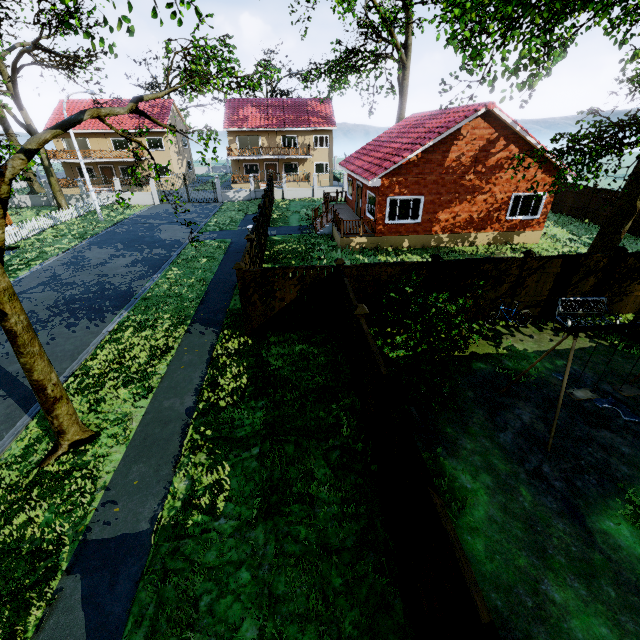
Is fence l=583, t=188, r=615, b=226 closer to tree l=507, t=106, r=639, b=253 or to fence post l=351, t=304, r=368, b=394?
fence post l=351, t=304, r=368, b=394

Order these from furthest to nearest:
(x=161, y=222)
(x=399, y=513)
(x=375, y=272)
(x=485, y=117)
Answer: (x=161, y=222) < (x=485, y=117) < (x=375, y=272) < (x=399, y=513)

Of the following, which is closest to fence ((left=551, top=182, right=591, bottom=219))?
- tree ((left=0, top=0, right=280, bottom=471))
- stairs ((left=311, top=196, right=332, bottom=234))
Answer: tree ((left=0, top=0, right=280, bottom=471))

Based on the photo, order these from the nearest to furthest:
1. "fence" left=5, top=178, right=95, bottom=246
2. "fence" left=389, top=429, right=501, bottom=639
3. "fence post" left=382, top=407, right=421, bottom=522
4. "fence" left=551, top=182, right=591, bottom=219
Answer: "fence" left=389, top=429, right=501, bottom=639 < "fence post" left=382, top=407, right=421, bottom=522 < "fence" left=5, top=178, right=95, bottom=246 < "fence" left=551, top=182, right=591, bottom=219

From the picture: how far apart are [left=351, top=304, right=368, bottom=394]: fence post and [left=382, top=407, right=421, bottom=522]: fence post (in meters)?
2.76

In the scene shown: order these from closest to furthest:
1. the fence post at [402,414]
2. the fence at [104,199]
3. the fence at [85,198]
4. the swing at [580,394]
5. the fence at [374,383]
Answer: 1. the fence post at [402,414]
2. the fence at [374,383]
3. the swing at [580,394]
4. the fence at [85,198]
5. the fence at [104,199]

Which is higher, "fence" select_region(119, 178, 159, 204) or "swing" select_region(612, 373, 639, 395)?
"swing" select_region(612, 373, 639, 395)

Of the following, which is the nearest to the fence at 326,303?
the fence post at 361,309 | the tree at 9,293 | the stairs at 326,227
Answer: the fence post at 361,309
